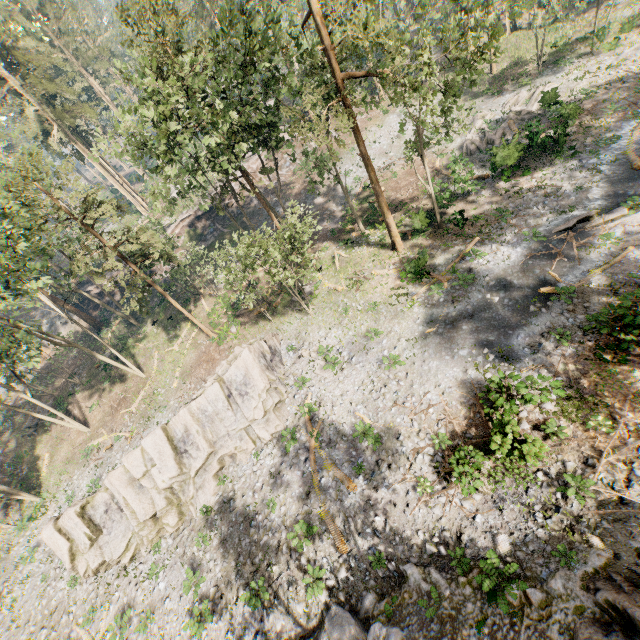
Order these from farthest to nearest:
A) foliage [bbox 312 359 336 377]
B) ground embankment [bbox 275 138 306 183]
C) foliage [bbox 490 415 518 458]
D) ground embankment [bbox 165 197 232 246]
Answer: ground embankment [bbox 275 138 306 183]
ground embankment [bbox 165 197 232 246]
foliage [bbox 312 359 336 377]
foliage [bbox 490 415 518 458]

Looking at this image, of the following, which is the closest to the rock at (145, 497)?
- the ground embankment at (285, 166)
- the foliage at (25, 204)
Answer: the foliage at (25, 204)

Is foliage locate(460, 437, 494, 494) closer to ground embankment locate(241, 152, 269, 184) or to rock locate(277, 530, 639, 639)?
ground embankment locate(241, 152, 269, 184)

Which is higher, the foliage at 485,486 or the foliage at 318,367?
the foliage at 318,367

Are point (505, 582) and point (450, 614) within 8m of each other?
yes

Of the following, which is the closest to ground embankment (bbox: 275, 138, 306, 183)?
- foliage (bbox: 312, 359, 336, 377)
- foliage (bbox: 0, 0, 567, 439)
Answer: foliage (bbox: 0, 0, 567, 439)

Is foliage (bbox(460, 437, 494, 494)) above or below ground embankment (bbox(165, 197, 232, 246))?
below
